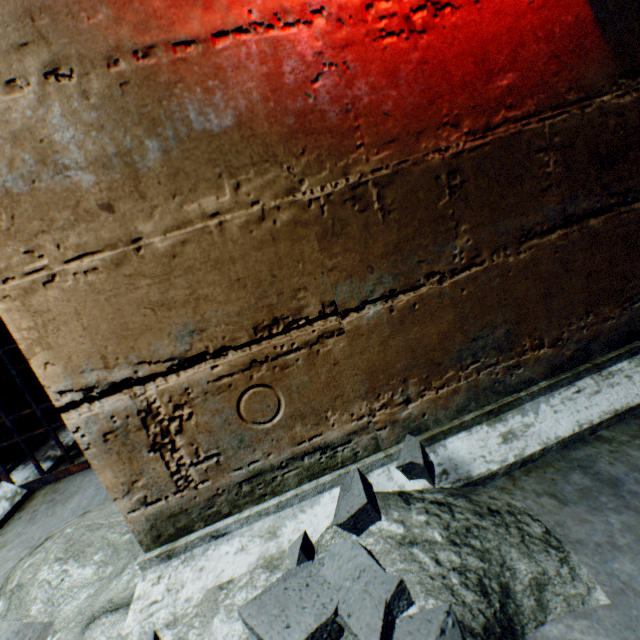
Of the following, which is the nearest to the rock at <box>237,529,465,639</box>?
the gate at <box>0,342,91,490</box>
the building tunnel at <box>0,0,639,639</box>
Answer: the building tunnel at <box>0,0,639,639</box>

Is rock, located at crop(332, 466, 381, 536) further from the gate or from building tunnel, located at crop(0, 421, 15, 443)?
the gate

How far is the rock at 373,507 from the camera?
0.79m

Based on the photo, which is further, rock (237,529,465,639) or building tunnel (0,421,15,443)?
building tunnel (0,421,15,443)

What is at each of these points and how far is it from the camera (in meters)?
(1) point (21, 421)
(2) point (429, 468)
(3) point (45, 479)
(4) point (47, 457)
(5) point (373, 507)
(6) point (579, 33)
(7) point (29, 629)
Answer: (1) building tunnel, 1.92
(2) rock, 0.81
(3) gate, 1.71
(4) building tunnel, 1.93
(5) rock, 0.81
(6) building tunnel, 0.82
(7) building tunnel, 0.96

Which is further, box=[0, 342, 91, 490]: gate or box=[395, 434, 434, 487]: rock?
box=[0, 342, 91, 490]: gate

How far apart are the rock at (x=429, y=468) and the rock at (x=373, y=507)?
0.1 meters
